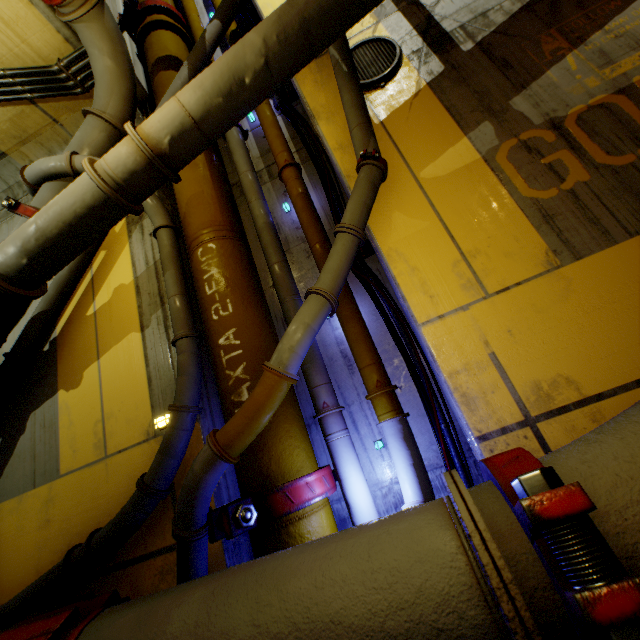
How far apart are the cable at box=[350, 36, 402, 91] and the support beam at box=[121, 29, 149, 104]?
3.2 meters

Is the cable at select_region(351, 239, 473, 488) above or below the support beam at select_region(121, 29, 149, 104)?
below

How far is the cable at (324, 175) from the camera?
4.1m

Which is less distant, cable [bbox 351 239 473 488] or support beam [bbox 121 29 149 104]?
cable [bbox 351 239 473 488]

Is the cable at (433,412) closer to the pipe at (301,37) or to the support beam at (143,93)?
the pipe at (301,37)

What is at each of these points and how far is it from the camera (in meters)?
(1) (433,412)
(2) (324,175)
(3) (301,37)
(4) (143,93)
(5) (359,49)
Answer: (1) cable, 3.09
(2) cable, 4.30
(3) pipe, 3.00
(4) support beam, 5.19
(5) cable, 4.16

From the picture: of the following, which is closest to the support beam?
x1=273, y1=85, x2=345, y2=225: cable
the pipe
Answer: the pipe

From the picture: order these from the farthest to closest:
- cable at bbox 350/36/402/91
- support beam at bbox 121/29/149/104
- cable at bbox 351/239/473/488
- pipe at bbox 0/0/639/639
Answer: support beam at bbox 121/29/149/104 < cable at bbox 350/36/402/91 < cable at bbox 351/239/473/488 < pipe at bbox 0/0/639/639
